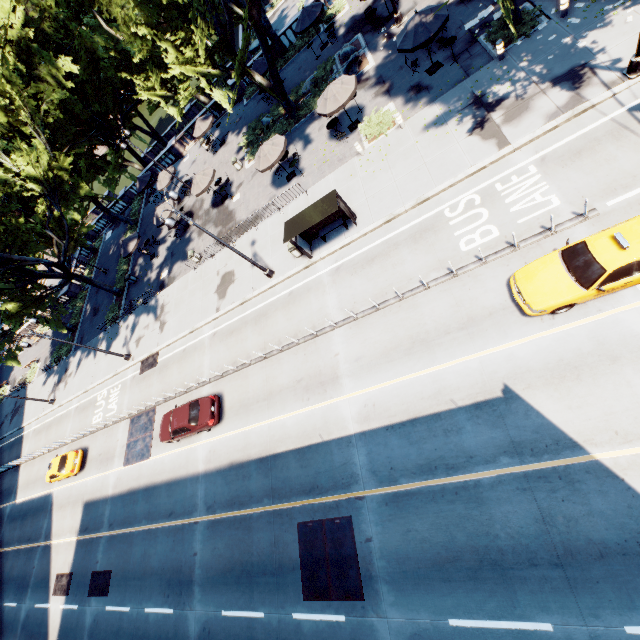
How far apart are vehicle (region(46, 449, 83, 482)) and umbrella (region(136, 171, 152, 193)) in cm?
2591

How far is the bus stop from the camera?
15.8m

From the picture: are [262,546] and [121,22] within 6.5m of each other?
no

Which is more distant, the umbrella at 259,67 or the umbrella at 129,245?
the umbrella at 129,245

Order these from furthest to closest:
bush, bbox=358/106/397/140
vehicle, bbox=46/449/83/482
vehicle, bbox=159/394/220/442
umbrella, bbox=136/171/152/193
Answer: umbrella, bbox=136/171/152/193, vehicle, bbox=46/449/83/482, bush, bbox=358/106/397/140, vehicle, bbox=159/394/220/442

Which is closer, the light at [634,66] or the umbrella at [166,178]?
the light at [634,66]

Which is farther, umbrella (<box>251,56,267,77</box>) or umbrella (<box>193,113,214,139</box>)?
umbrella (<box>193,113,214,139</box>)

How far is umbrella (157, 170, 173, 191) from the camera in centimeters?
3073cm
